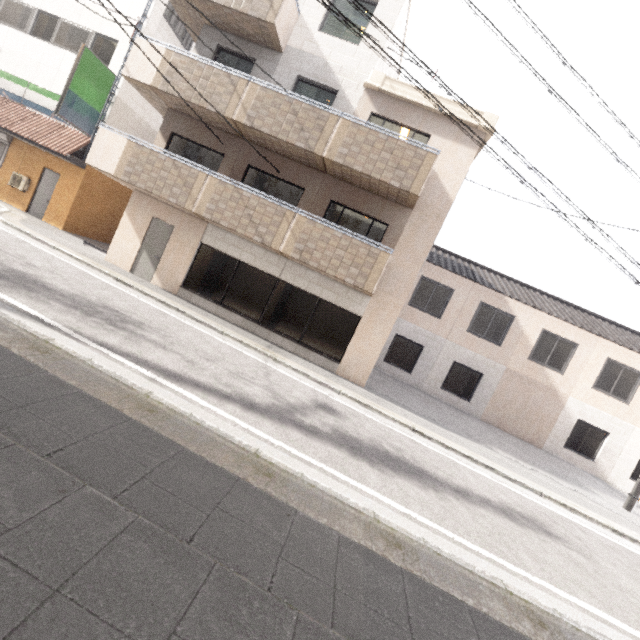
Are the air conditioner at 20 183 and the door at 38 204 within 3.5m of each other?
yes

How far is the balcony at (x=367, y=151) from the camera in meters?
9.0 m

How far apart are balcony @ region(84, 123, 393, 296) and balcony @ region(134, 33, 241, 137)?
1.58m

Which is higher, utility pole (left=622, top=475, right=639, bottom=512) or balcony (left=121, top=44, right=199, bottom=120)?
balcony (left=121, top=44, right=199, bottom=120)

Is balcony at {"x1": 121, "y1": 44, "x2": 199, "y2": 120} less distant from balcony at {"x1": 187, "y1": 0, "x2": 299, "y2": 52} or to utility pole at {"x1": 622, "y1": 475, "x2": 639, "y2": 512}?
balcony at {"x1": 187, "y1": 0, "x2": 299, "y2": 52}

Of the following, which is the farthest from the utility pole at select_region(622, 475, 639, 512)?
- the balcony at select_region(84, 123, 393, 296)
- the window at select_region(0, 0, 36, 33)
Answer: the window at select_region(0, 0, 36, 33)

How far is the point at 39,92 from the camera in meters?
13.6

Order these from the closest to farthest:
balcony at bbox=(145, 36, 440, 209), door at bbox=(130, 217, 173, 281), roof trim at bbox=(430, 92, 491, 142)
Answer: balcony at bbox=(145, 36, 440, 209)
roof trim at bbox=(430, 92, 491, 142)
door at bbox=(130, 217, 173, 281)
